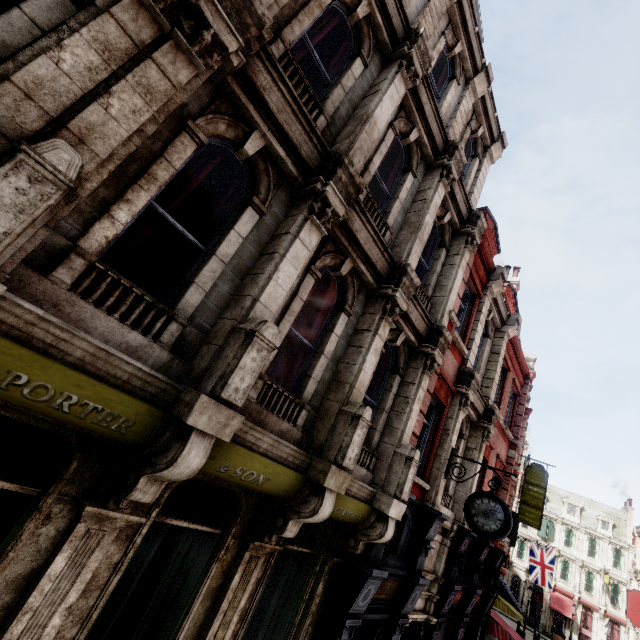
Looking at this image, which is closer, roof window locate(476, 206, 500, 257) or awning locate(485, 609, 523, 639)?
roof window locate(476, 206, 500, 257)

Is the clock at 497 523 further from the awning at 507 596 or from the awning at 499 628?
the awning at 507 596

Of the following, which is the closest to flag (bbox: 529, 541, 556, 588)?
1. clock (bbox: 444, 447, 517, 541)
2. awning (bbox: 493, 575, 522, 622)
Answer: awning (bbox: 493, 575, 522, 622)

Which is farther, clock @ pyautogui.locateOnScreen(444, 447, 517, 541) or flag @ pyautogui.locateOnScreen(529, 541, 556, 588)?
flag @ pyautogui.locateOnScreen(529, 541, 556, 588)

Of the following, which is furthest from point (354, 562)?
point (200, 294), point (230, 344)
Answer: point (200, 294)

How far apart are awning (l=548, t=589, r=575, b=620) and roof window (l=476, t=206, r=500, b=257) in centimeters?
5036cm

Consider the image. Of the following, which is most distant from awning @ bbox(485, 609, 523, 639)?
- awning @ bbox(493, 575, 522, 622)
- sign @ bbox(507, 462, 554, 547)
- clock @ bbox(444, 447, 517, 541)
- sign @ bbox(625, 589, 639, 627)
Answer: sign @ bbox(625, 589, 639, 627)

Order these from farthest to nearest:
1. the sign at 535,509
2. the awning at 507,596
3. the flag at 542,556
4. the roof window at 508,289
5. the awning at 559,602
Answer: the awning at 559,602
the flag at 542,556
the sign at 535,509
the awning at 507,596
the roof window at 508,289
